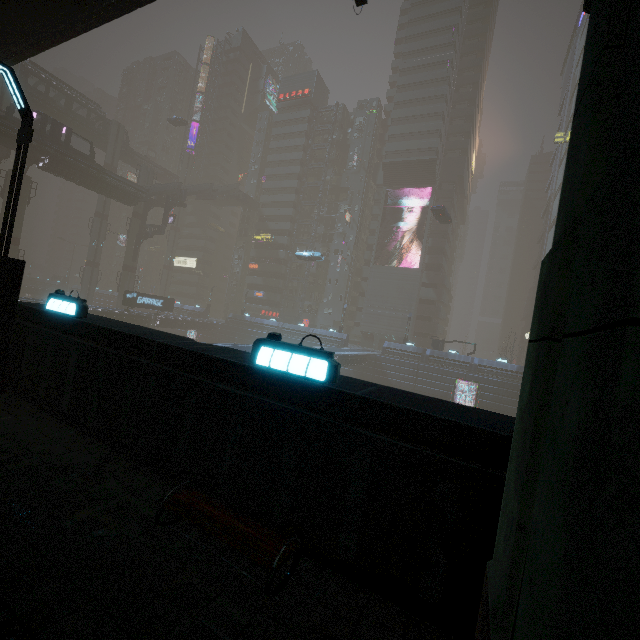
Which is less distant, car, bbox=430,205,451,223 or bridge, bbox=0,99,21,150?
bridge, bbox=0,99,21,150

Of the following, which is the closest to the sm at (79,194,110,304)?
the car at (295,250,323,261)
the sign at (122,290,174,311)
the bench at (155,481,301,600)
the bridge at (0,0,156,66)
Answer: the car at (295,250,323,261)

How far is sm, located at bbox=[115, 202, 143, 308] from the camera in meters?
53.2 m

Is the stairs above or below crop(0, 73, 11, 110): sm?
below

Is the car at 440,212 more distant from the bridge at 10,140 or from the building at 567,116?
the bridge at 10,140

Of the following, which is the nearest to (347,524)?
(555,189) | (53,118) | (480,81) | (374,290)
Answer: (53,118)

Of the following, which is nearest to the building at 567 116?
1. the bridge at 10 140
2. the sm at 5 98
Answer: the bridge at 10 140

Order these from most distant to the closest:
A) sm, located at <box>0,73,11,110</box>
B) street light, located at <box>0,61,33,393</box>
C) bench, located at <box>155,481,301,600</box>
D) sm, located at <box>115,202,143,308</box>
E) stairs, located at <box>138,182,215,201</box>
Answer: sm, located at <box>115,202,143,308</box>, stairs, located at <box>138,182,215,201</box>, sm, located at <box>0,73,11,110</box>, street light, located at <box>0,61,33,393</box>, bench, located at <box>155,481,301,600</box>
